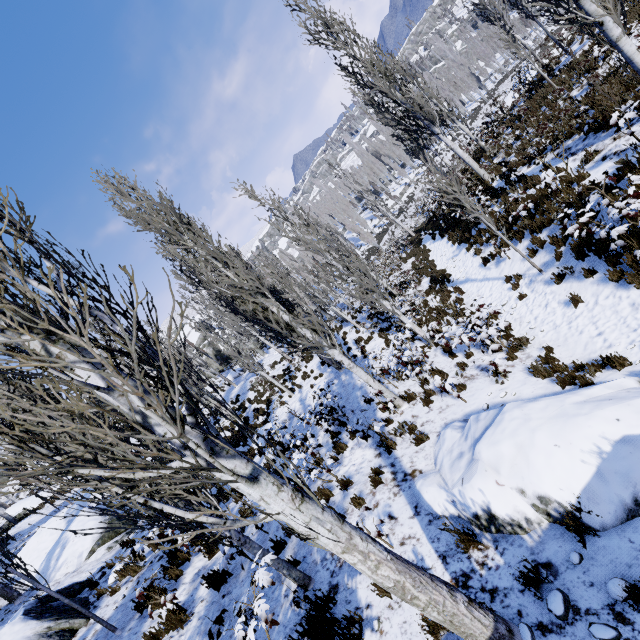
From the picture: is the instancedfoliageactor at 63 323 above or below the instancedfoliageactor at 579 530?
above

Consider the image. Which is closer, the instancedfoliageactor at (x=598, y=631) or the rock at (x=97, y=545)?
the instancedfoliageactor at (x=598, y=631)

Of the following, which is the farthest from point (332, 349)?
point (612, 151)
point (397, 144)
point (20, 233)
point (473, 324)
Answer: point (397, 144)

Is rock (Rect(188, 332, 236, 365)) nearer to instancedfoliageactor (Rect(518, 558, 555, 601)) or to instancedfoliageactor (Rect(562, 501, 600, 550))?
instancedfoliageactor (Rect(562, 501, 600, 550))

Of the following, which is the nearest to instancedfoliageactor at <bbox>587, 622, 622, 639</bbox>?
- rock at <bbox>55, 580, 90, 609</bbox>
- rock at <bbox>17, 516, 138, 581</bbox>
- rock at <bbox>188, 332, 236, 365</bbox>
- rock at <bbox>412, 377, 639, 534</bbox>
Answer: rock at <bbox>412, 377, 639, 534</bbox>

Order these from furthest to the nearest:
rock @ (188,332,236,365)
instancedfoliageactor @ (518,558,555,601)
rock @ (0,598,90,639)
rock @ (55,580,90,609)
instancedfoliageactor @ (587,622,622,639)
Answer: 1. rock @ (188,332,236,365)
2. rock @ (55,580,90,609)
3. rock @ (0,598,90,639)
4. instancedfoliageactor @ (518,558,555,601)
5. instancedfoliageactor @ (587,622,622,639)

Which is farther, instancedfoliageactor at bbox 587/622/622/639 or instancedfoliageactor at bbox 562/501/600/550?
instancedfoliageactor at bbox 562/501/600/550
